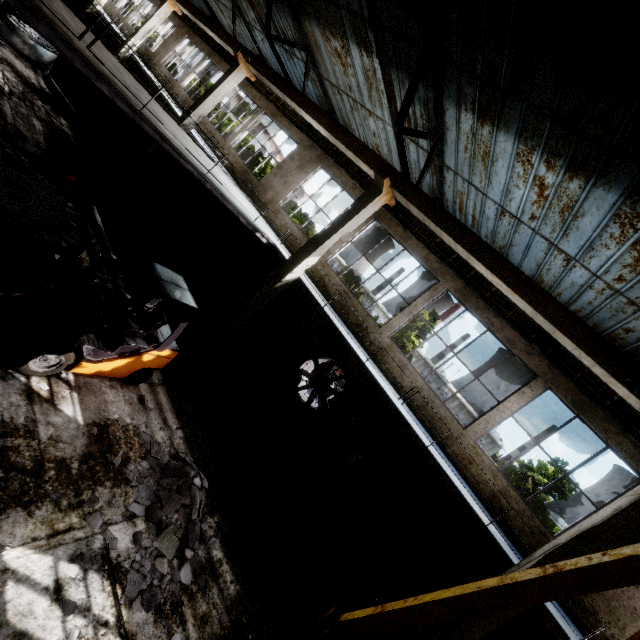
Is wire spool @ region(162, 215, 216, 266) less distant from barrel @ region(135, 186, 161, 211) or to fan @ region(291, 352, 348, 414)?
barrel @ region(135, 186, 161, 211)

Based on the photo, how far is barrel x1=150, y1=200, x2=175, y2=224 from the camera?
15.13m

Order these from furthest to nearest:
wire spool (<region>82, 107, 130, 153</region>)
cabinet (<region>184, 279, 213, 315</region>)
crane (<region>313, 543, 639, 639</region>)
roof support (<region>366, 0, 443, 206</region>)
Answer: wire spool (<region>82, 107, 130, 153</region>) < cabinet (<region>184, 279, 213, 315</region>) < roof support (<region>366, 0, 443, 206</region>) < crane (<region>313, 543, 639, 639</region>)

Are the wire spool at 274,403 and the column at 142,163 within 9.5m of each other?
no

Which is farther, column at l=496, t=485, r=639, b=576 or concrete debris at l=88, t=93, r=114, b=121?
concrete debris at l=88, t=93, r=114, b=121

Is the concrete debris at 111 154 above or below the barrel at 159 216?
below

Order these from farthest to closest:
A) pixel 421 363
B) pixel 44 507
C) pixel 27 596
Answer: pixel 421 363 → pixel 44 507 → pixel 27 596

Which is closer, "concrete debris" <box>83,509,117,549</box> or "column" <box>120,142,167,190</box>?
"concrete debris" <box>83,509,117,549</box>
